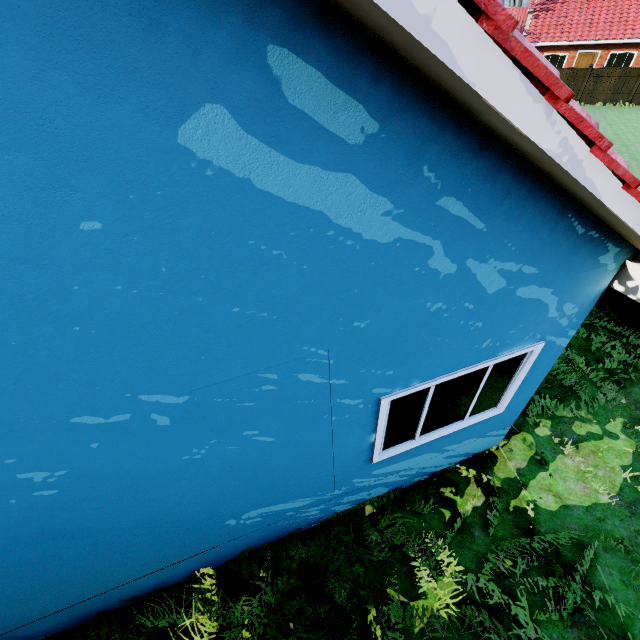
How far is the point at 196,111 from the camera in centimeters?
123cm

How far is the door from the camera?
28.34m

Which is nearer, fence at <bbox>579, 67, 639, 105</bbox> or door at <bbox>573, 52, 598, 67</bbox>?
fence at <bbox>579, 67, 639, 105</bbox>

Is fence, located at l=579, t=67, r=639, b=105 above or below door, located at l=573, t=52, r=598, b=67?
below

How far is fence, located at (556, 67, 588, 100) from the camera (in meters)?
24.73

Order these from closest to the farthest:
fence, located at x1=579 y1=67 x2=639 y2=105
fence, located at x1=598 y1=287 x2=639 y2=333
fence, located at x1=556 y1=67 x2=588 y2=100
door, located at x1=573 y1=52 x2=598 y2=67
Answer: fence, located at x1=598 y1=287 x2=639 y2=333 < fence, located at x1=579 y1=67 x2=639 y2=105 < fence, located at x1=556 y1=67 x2=588 y2=100 < door, located at x1=573 y1=52 x2=598 y2=67

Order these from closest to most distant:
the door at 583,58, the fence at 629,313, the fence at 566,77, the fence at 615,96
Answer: the fence at 629,313 < the fence at 615,96 < the fence at 566,77 < the door at 583,58

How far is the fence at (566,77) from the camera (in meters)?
24.73
